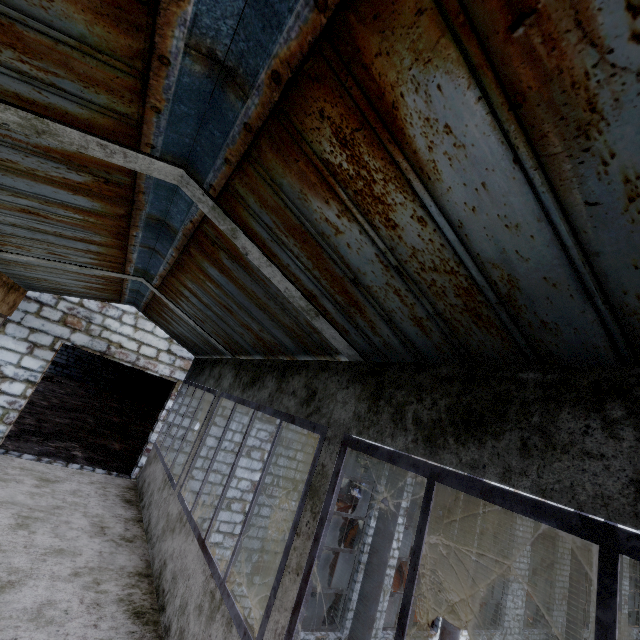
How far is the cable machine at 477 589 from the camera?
16.9m

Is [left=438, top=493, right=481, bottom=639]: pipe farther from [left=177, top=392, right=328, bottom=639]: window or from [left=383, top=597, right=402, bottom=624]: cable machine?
[left=177, top=392, right=328, bottom=639]: window

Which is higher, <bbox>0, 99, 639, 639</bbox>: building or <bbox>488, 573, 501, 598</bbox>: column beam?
<bbox>0, 99, 639, 639</bbox>: building

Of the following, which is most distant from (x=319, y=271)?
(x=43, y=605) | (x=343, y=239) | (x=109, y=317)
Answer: (x=109, y=317)

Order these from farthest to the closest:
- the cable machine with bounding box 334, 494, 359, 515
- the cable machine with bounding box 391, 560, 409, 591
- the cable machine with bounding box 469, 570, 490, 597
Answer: the cable machine with bounding box 334, 494, 359, 515
the cable machine with bounding box 469, 570, 490, 597
the cable machine with bounding box 391, 560, 409, 591

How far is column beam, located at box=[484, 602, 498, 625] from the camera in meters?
14.3

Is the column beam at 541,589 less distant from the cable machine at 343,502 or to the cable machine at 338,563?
the cable machine at 338,563

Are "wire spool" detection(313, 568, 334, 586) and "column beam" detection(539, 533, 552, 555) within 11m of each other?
no
